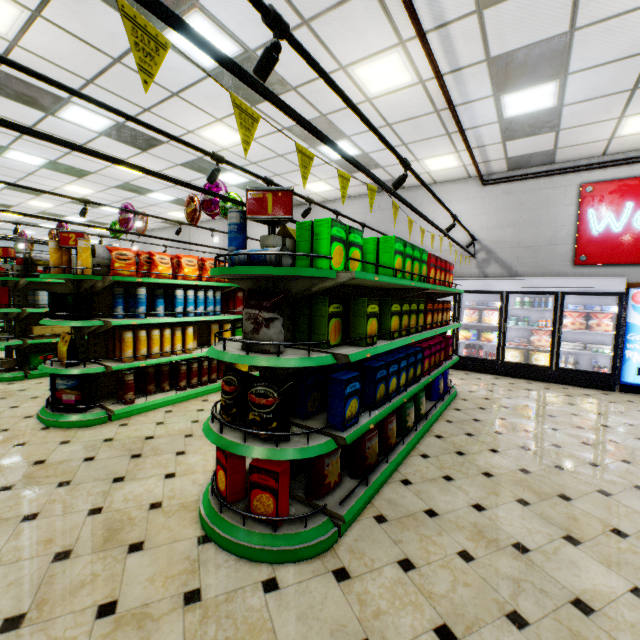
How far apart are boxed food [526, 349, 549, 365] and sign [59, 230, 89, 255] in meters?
8.6 m

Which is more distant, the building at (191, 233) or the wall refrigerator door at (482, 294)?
the building at (191, 233)

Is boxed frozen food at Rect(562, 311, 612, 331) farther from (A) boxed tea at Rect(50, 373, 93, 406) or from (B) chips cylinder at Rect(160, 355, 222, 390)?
(A) boxed tea at Rect(50, 373, 93, 406)

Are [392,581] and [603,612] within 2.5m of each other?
yes

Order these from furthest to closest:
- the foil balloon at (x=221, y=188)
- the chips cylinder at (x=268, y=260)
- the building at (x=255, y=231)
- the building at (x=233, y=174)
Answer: the building at (x=255, y=231), the building at (x=233, y=174), the foil balloon at (x=221, y=188), the chips cylinder at (x=268, y=260)

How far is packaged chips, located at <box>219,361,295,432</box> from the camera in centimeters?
216cm

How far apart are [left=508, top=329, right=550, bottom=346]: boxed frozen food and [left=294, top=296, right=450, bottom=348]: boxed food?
4.8m

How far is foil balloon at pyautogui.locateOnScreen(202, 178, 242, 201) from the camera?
5.7m
